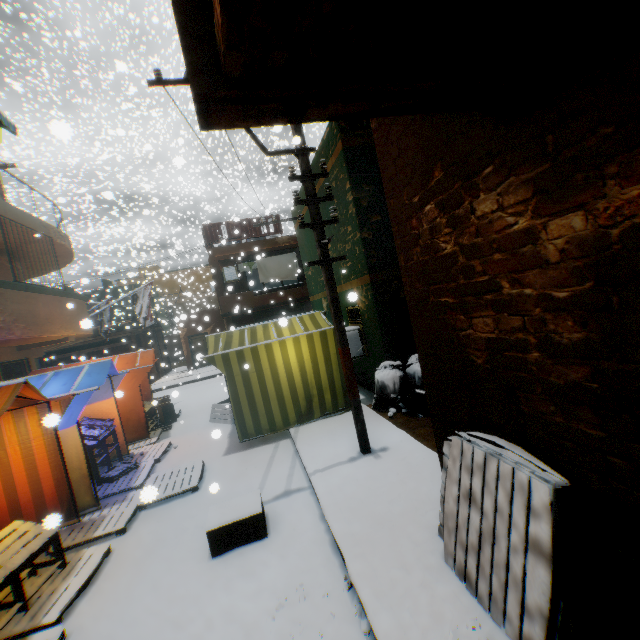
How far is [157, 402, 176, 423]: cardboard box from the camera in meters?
10.8

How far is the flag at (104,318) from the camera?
15.23m

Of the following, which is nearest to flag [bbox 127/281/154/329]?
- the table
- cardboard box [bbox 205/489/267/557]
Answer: cardboard box [bbox 205/489/267/557]

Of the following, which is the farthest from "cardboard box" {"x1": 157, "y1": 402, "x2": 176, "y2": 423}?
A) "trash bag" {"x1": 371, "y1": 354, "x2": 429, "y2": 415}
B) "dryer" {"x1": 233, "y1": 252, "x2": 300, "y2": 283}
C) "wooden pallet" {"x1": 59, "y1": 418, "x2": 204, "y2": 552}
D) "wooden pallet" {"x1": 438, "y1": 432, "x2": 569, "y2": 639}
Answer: "wooden pallet" {"x1": 438, "y1": 432, "x2": 569, "y2": 639}

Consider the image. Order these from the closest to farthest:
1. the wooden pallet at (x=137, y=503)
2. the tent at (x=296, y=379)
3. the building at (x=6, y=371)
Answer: the wooden pallet at (x=137, y=503), the tent at (x=296, y=379), the building at (x=6, y=371)

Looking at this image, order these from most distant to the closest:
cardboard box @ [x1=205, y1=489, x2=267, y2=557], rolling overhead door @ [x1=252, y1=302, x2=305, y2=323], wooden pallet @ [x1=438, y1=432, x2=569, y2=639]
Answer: rolling overhead door @ [x1=252, y1=302, x2=305, y2=323]
cardboard box @ [x1=205, y1=489, x2=267, y2=557]
wooden pallet @ [x1=438, y1=432, x2=569, y2=639]

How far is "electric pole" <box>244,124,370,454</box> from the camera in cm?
520

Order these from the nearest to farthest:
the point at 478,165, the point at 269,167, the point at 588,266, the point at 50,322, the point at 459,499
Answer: the point at 588,266
the point at 478,165
the point at 459,499
the point at 50,322
the point at 269,167
